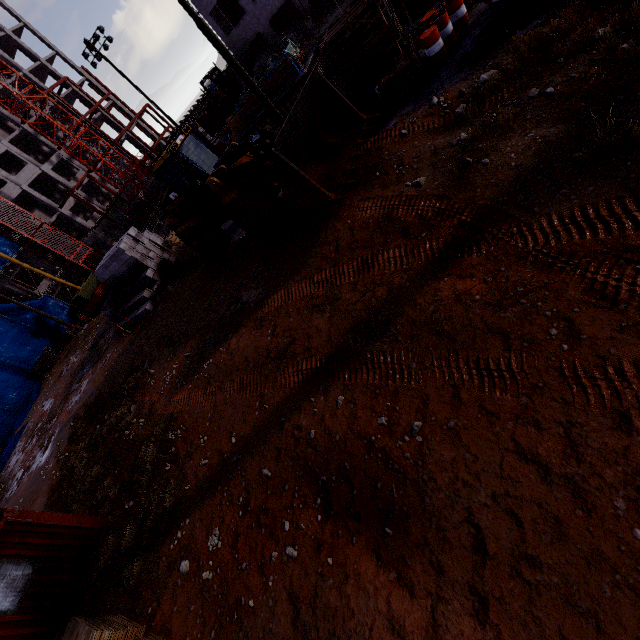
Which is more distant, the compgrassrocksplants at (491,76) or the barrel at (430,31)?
the barrel at (430,31)

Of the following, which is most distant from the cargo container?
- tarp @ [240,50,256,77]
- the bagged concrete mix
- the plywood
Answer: tarp @ [240,50,256,77]

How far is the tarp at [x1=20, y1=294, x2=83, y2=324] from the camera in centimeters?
3391cm

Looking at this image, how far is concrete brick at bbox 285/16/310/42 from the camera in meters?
29.8

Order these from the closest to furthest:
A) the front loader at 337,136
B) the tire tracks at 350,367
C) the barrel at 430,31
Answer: the tire tracks at 350,367, the front loader at 337,136, the barrel at 430,31

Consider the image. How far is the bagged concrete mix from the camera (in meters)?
17.19

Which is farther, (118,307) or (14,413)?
(14,413)

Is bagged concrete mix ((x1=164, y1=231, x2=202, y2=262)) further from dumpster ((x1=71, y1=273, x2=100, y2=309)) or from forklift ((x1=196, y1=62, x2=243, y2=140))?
dumpster ((x1=71, y1=273, x2=100, y2=309))
